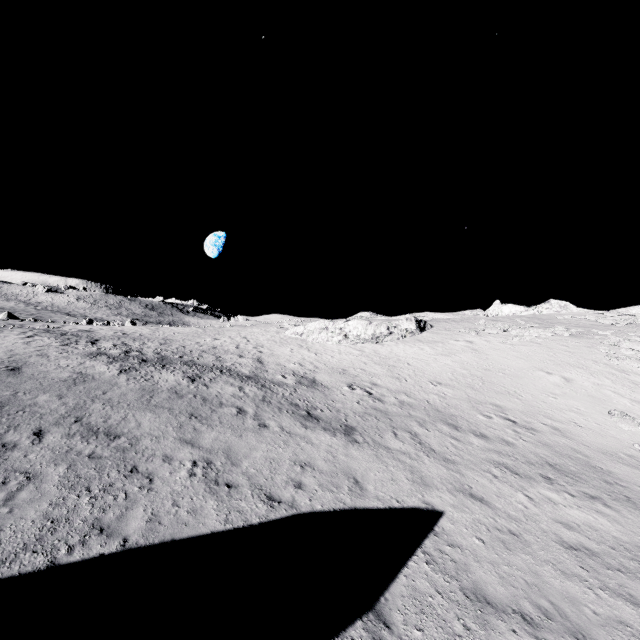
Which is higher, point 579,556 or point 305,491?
point 305,491
